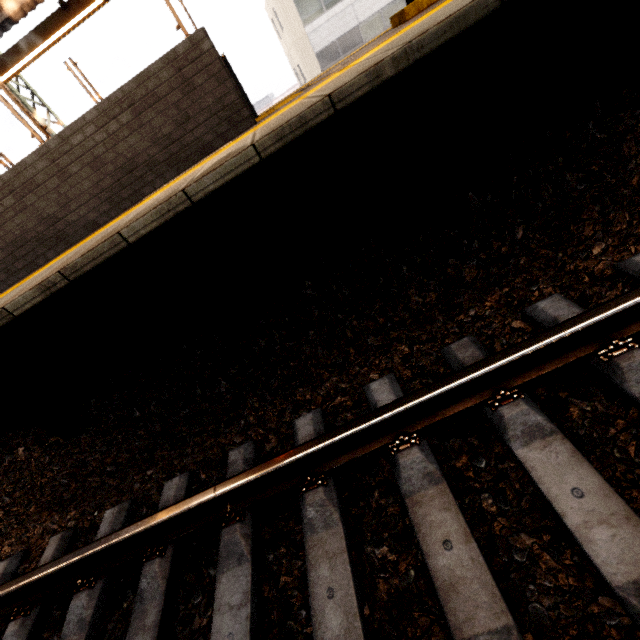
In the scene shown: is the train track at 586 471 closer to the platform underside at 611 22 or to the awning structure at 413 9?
the platform underside at 611 22

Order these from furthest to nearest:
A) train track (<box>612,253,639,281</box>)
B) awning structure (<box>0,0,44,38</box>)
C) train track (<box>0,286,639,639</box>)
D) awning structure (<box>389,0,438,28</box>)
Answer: awning structure (<box>0,0,44,38</box>) → awning structure (<box>389,0,438,28</box>) → train track (<box>612,253,639,281</box>) → train track (<box>0,286,639,639</box>)

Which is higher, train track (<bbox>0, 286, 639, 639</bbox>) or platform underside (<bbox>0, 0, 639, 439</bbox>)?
platform underside (<bbox>0, 0, 639, 439</bbox>)

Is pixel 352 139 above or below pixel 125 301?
above

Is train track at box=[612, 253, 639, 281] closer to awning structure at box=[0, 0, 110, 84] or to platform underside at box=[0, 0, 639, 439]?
platform underside at box=[0, 0, 639, 439]

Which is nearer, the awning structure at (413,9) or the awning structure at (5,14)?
the awning structure at (413,9)

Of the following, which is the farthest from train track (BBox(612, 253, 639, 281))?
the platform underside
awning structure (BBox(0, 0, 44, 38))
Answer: awning structure (BBox(0, 0, 44, 38))

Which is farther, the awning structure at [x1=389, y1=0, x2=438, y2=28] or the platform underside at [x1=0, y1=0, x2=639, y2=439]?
the awning structure at [x1=389, y1=0, x2=438, y2=28]
